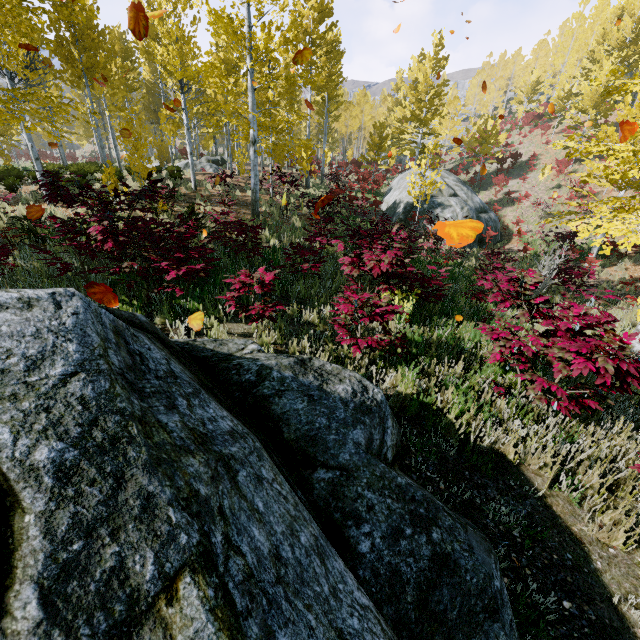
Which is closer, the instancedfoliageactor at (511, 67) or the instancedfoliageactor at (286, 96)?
the instancedfoliageactor at (286, 96)

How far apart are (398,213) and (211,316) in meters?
16.5 m

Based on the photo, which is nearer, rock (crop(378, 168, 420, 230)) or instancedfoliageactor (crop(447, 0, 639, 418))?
instancedfoliageactor (crop(447, 0, 639, 418))

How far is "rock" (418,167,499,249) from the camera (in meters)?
17.56

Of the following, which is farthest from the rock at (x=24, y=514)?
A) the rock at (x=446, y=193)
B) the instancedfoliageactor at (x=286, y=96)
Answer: the rock at (x=446, y=193)

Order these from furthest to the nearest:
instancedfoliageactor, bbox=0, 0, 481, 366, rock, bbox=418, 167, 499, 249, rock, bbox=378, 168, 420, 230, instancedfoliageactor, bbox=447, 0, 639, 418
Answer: rock, bbox=378, 168, 420, 230 → rock, bbox=418, 167, 499, 249 → instancedfoliageactor, bbox=0, 0, 481, 366 → instancedfoliageactor, bbox=447, 0, 639, 418

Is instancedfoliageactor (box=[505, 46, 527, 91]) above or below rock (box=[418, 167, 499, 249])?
above

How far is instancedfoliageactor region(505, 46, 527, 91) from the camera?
57.3m
